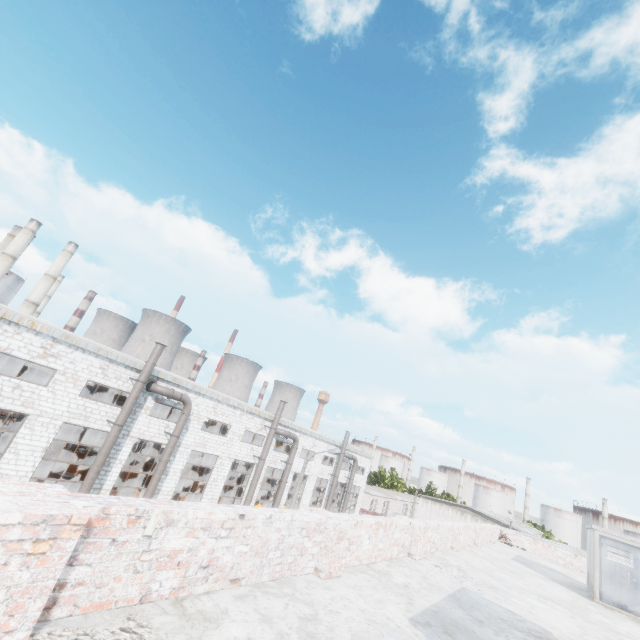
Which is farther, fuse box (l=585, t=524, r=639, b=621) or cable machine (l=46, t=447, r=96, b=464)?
cable machine (l=46, t=447, r=96, b=464)

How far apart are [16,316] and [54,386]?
4.2 meters

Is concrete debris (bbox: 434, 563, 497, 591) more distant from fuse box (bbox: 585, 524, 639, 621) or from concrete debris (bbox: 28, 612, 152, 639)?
concrete debris (bbox: 28, 612, 152, 639)

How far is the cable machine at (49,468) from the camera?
28.8m

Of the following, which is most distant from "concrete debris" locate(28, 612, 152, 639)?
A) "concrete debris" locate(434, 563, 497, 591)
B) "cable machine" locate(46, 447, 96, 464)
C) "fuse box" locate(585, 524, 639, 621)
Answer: "cable machine" locate(46, 447, 96, 464)

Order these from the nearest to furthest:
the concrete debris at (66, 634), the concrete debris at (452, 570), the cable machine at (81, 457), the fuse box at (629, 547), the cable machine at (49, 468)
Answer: the concrete debris at (66, 634) < the concrete debris at (452, 570) < the fuse box at (629, 547) < the cable machine at (49, 468) < the cable machine at (81, 457)

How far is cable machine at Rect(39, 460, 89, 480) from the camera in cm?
2881

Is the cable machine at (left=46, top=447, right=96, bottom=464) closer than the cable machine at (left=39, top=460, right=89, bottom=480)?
No
